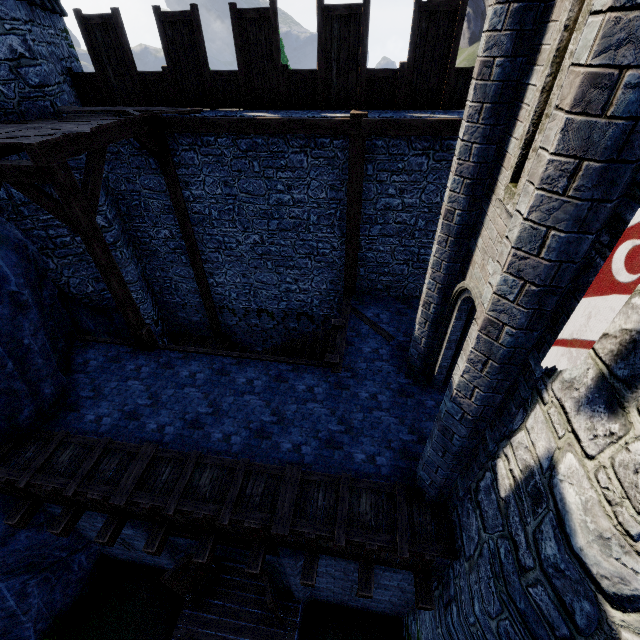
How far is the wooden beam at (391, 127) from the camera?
7.16m

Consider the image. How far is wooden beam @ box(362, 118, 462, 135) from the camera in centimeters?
716cm

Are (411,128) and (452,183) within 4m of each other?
yes

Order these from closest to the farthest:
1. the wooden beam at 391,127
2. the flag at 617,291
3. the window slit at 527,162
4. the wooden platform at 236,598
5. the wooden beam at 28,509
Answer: the flag at 617,291 → the window slit at 527,162 → the wooden beam at 28,509 → the wooden beam at 391,127 → the wooden platform at 236,598

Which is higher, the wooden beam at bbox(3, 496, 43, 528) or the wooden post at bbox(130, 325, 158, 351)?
the wooden post at bbox(130, 325, 158, 351)

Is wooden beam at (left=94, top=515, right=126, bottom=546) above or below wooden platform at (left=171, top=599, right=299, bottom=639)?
above

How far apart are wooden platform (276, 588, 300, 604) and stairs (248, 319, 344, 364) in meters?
4.6

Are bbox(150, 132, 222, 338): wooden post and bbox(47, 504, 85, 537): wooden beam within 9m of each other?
yes
